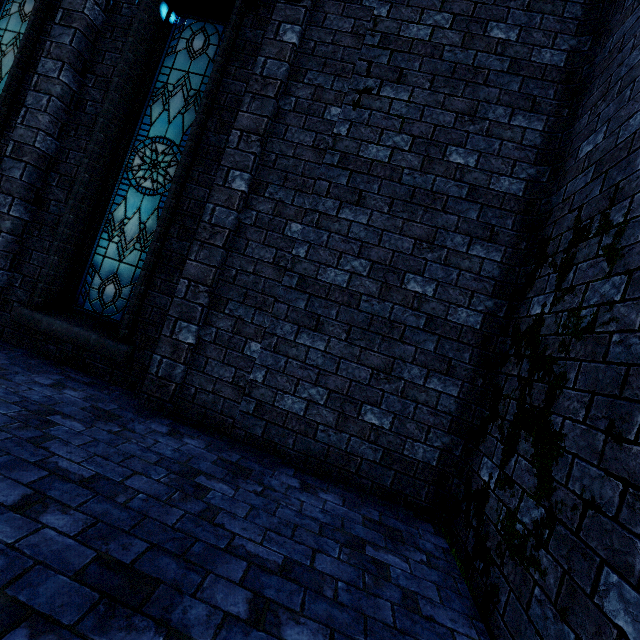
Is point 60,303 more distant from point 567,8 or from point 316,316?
Result: point 567,8

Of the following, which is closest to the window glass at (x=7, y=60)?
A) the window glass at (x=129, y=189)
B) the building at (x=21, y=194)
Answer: the building at (x=21, y=194)

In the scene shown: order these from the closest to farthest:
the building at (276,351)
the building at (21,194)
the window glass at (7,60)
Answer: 1. the building at (276,351)
2. the building at (21,194)
3. the window glass at (7,60)

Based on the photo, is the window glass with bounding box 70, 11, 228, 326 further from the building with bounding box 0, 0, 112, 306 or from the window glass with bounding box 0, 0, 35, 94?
the window glass with bounding box 0, 0, 35, 94

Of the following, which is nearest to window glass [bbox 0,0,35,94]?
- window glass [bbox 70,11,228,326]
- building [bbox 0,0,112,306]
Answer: building [bbox 0,0,112,306]

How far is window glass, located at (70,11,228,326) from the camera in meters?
4.5
